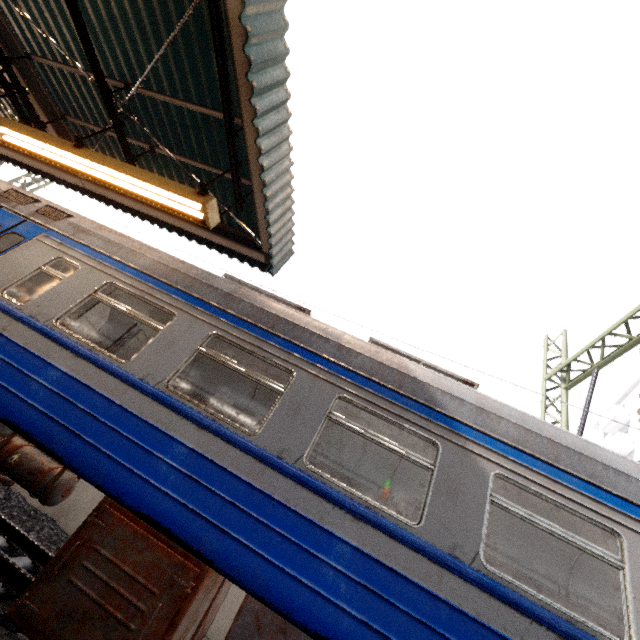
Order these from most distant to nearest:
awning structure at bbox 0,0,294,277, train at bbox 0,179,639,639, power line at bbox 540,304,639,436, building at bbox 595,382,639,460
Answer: building at bbox 595,382,639,460 → power line at bbox 540,304,639,436 → awning structure at bbox 0,0,294,277 → train at bbox 0,179,639,639

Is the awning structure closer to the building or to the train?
the train

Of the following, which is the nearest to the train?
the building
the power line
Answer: the power line

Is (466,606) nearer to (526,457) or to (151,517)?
(526,457)

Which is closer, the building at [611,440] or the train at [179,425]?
the train at [179,425]

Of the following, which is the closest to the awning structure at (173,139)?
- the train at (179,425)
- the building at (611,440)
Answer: the train at (179,425)

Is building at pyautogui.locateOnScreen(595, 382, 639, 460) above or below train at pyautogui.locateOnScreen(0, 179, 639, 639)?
above

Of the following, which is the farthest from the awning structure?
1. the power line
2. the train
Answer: the power line
